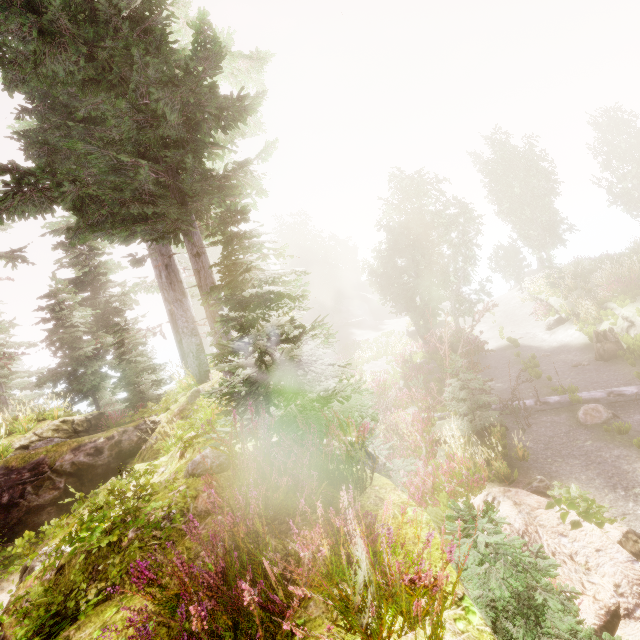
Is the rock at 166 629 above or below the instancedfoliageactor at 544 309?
above

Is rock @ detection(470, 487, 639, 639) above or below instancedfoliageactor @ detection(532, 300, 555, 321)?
below

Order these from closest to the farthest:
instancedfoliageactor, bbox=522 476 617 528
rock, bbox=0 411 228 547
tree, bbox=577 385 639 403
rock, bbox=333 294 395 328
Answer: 1. rock, bbox=0 411 228 547
2. instancedfoliageactor, bbox=522 476 617 528
3. tree, bbox=577 385 639 403
4. rock, bbox=333 294 395 328

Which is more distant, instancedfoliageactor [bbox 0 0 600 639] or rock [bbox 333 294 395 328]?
rock [bbox 333 294 395 328]

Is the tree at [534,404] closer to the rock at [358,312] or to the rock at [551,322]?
the rock at [551,322]

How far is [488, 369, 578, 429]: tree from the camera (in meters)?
9.81

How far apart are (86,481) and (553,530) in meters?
9.5

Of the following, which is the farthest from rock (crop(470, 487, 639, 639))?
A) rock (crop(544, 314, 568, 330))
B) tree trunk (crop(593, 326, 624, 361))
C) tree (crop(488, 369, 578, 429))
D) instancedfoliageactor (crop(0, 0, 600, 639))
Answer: rock (crop(544, 314, 568, 330))
